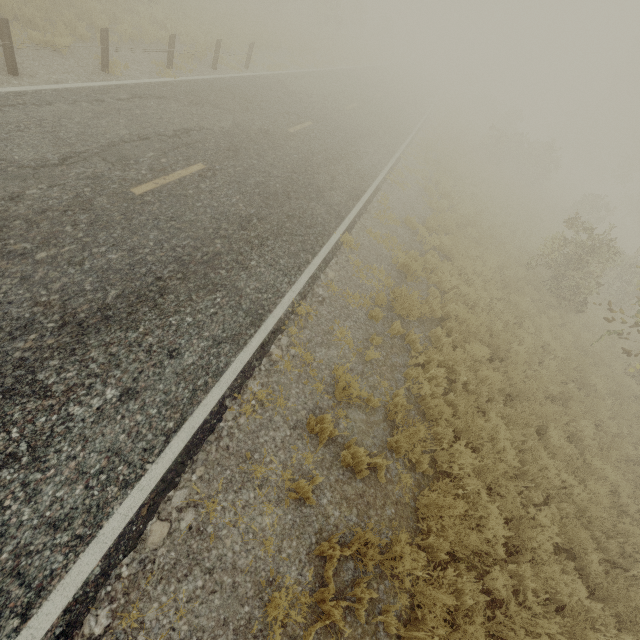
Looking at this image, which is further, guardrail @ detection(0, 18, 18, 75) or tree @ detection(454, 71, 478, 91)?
tree @ detection(454, 71, 478, 91)

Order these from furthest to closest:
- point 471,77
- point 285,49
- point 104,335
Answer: point 471,77
point 285,49
point 104,335

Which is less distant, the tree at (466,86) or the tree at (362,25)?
the tree at (362,25)

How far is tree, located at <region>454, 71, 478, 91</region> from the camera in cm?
5816

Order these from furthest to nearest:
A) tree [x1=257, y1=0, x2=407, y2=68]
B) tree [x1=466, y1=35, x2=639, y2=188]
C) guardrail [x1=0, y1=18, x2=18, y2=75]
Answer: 1. tree [x1=466, y1=35, x2=639, y2=188]
2. tree [x1=257, y1=0, x2=407, y2=68]
3. guardrail [x1=0, y1=18, x2=18, y2=75]

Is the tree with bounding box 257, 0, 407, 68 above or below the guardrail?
above

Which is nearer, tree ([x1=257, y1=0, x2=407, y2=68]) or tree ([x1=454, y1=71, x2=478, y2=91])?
tree ([x1=257, y1=0, x2=407, y2=68])

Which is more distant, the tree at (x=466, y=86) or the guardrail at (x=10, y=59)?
the tree at (x=466, y=86)
